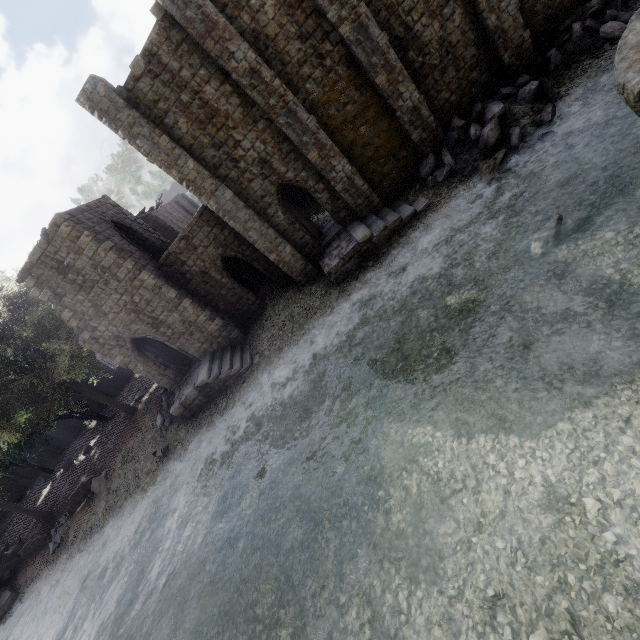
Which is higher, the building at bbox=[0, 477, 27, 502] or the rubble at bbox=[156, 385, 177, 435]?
the building at bbox=[0, 477, 27, 502]

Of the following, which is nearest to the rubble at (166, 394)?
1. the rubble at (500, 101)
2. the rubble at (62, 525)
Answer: the rubble at (62, 525)

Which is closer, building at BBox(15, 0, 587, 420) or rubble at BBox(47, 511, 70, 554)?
building at BBox(15, 0, 587, 420)

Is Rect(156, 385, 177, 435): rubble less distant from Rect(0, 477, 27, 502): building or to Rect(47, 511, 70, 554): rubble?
Rect(0, 477, 27, 502): building

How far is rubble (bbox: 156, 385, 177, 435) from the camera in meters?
20.1 m

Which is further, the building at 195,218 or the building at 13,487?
the building at 13,487

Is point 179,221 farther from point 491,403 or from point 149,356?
point 491,403

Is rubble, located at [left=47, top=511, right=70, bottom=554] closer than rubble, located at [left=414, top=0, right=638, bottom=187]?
No
